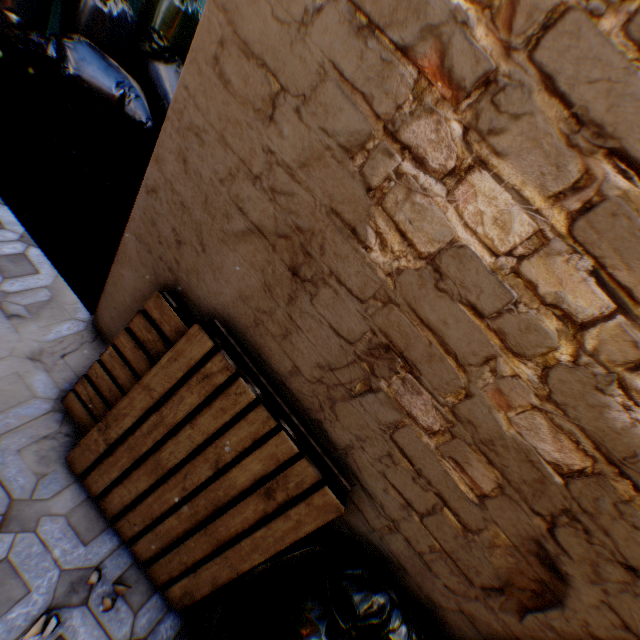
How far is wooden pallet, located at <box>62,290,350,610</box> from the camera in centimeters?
137cm

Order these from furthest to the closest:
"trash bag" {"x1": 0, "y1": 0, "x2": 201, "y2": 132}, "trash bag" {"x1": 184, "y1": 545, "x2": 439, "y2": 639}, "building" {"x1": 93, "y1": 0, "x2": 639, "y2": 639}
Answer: "trash bag" {"x1": 0, "y1": 0, "x2": 201, "y2": 132}
"trash bag" {"x1": 184, "y1": 545, "x2": 439, "y2": 639}
"building" {"x1": 93, "y1": 0, "x2": 639, "y2": 639}

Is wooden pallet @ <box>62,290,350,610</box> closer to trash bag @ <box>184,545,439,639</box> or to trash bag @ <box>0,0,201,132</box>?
trash bag @ <box>184,545,439,639</box>

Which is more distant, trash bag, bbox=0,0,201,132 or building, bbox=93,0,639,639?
trash bag, bbox=0,0,201,132

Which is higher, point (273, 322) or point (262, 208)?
point (262, 208)

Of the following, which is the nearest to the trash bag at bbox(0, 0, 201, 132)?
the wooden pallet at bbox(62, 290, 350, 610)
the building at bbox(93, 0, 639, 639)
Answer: the building at bbox(93, 0, 639, 639)

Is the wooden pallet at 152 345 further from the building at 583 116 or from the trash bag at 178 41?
the trash bag at 178 41

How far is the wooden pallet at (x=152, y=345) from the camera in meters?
1.4 m
